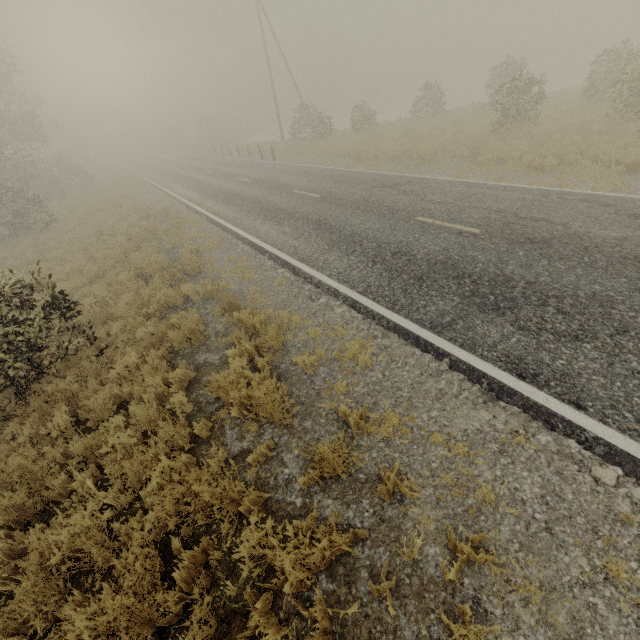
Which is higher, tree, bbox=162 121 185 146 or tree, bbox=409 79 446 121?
tree, bbox=162 121 185 146

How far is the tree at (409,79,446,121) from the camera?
23.7m

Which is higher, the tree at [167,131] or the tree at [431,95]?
the tree at [167,131]

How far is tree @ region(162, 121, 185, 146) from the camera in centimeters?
5716cm

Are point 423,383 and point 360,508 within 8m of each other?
yes

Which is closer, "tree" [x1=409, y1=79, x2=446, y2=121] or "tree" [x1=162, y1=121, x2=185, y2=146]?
"tree" [x1=409, y1=79, x2=446, y2=121]

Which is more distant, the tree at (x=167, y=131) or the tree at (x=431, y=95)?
the tree at (x=167, y=131)
